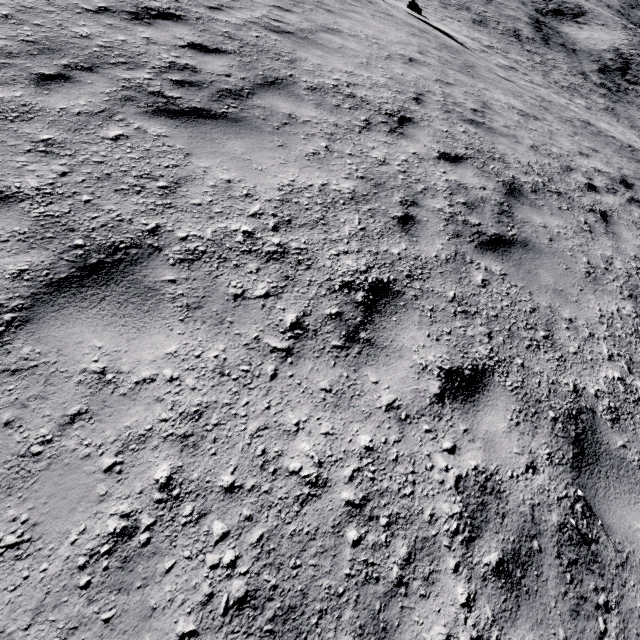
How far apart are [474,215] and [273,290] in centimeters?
325cm
